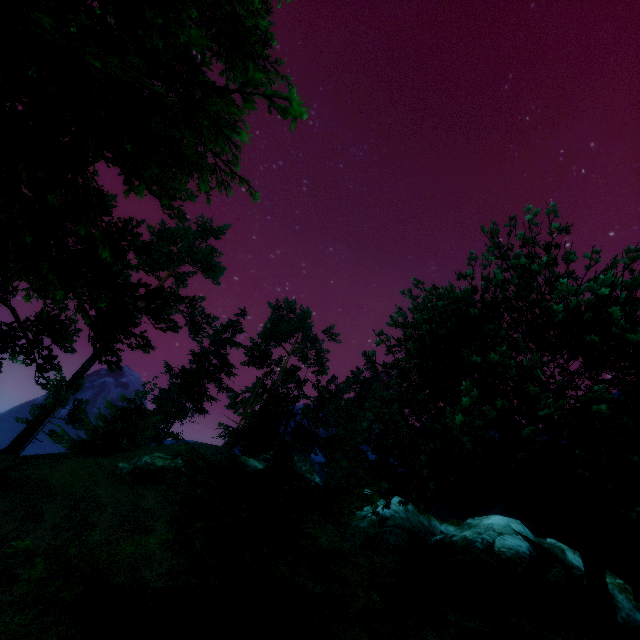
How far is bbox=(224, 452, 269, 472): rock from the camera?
29.78m

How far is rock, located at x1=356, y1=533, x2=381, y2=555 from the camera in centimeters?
1787cm

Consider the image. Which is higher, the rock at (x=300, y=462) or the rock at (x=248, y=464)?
the rock at (x=300, y=462)

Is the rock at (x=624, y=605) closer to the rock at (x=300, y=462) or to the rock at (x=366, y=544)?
the rock at (x=366, y=544)

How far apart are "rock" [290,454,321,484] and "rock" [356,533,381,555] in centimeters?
1408cm

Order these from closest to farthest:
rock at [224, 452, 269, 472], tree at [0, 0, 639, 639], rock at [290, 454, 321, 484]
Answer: tree at [0, 0, 639, 639] → rock at [290, 454, 321, 484] → rock at [224, 452, 269, 472]

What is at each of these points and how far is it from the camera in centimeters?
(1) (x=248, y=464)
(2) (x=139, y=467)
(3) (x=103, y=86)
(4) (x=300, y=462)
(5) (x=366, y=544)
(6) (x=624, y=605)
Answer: (1) rock, 3048cm
(2) rock, 2428cm
(3) tree, 245cm
(4) rock, 3331cm
(5) rock, 1794cm
(6) rock, 1706cm

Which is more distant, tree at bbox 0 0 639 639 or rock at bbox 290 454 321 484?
rock at bbox 290 454 321 484
